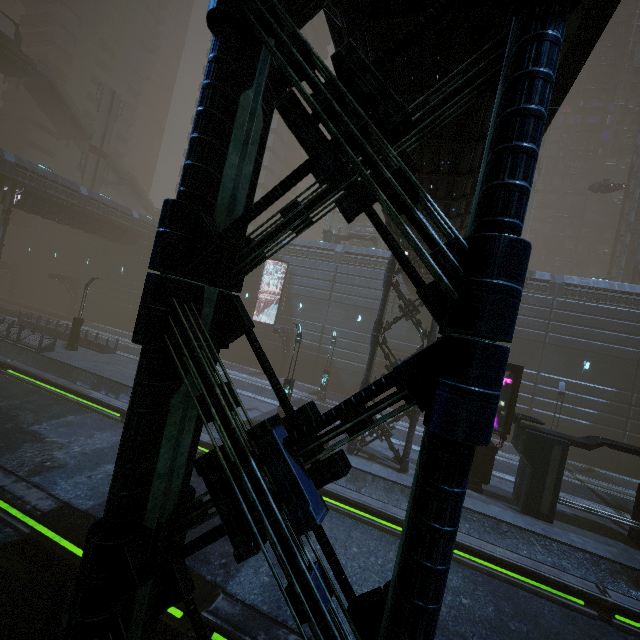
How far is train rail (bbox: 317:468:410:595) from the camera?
9.7 meters

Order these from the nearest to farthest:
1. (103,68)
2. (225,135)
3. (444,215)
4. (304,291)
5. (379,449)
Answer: (225,135), (444,215), (379,449), (304,291), (103,68)

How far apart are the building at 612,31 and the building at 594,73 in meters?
5.2 m

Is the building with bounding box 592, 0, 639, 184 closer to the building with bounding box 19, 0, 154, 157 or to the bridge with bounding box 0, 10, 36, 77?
the building with bounding box 19, 0, 154, 157

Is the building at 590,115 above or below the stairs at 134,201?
above

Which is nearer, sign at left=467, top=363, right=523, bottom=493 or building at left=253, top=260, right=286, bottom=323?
sign at left=467, top=363, right=523, bottom=493

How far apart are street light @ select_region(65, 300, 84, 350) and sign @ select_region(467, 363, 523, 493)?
26.0m

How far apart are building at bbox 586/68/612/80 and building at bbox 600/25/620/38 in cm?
522
